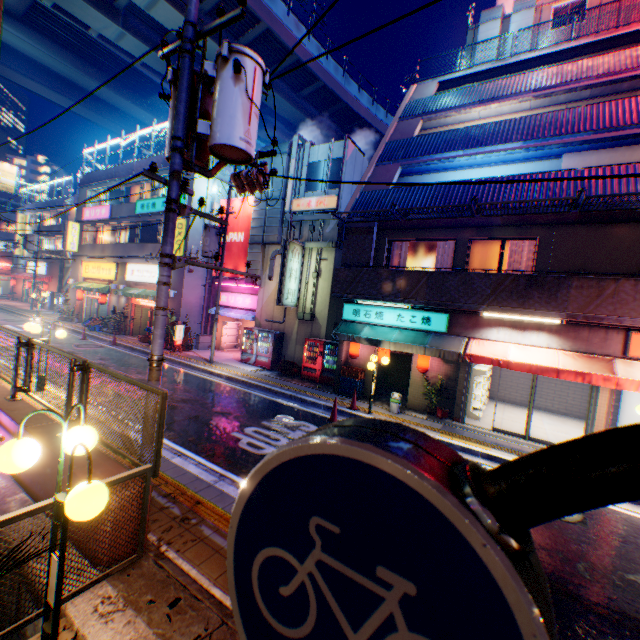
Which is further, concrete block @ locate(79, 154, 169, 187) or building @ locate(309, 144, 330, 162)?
concrete block @ locate(79, 154, 169, 187)

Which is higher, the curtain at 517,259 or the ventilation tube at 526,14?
the ventilation tube at 526,14

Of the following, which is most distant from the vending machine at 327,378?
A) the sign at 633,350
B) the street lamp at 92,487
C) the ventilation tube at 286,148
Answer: the street lamp at 92,487

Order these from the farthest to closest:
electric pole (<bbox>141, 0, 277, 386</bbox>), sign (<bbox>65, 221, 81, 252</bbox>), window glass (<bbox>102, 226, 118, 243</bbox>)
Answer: sign (<bbox>65, 221, 81, 252</bbox>), window glass (<bbox>102, 226, 118, 243</bbox>), electric pole (<bbox>141, 0, 277, 386</bbox>)

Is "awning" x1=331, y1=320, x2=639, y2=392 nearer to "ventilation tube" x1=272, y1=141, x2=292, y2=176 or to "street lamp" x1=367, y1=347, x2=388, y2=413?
"street lamp" x1=367, y1=347, x2=388, y2=413

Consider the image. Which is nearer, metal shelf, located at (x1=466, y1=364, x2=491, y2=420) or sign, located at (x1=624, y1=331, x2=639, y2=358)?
sign, located at (x1=624, y1=331, x2=639, y2=358)

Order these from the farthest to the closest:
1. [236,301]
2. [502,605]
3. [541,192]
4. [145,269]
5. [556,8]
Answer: [145,269]
[236,301]
[556,8]
[541,192]
[502,605]

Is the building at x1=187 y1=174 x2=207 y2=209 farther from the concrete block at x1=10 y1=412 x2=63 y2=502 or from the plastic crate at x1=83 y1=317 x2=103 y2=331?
the concrete block at x1=10 y1=412 x2=63 y2=502
